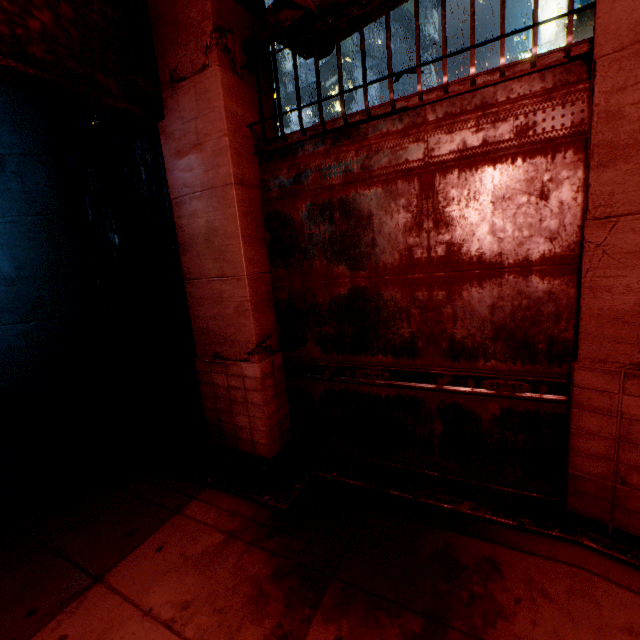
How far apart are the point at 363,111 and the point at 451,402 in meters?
3.3
